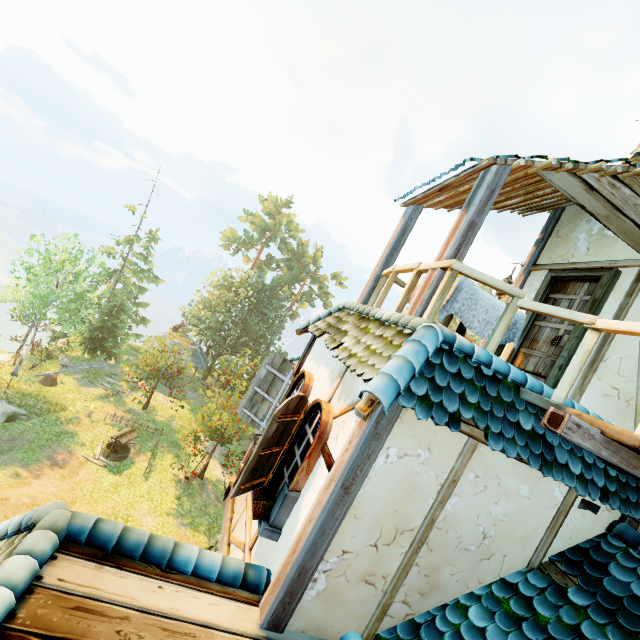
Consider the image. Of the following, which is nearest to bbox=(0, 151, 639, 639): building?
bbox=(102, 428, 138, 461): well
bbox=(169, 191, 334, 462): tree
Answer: bbox=(169, 191, 334, 462): tree

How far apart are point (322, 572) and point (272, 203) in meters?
40.2

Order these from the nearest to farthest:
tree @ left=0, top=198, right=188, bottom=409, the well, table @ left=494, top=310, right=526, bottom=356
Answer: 1. table @ left=494, top=310, right=526, bottom=356
2. the well
3. tree @ left=0, top=198, right=188, bottom=409

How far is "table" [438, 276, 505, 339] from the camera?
4.11m

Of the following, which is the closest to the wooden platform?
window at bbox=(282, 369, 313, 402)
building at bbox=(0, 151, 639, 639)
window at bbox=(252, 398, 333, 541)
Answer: building at bbox=(0, 151, 639, 639)

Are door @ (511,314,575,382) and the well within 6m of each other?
no

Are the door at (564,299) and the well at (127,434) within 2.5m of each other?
no

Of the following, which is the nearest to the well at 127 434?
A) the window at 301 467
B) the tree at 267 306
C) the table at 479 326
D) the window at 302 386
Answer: the tree at 267 306
